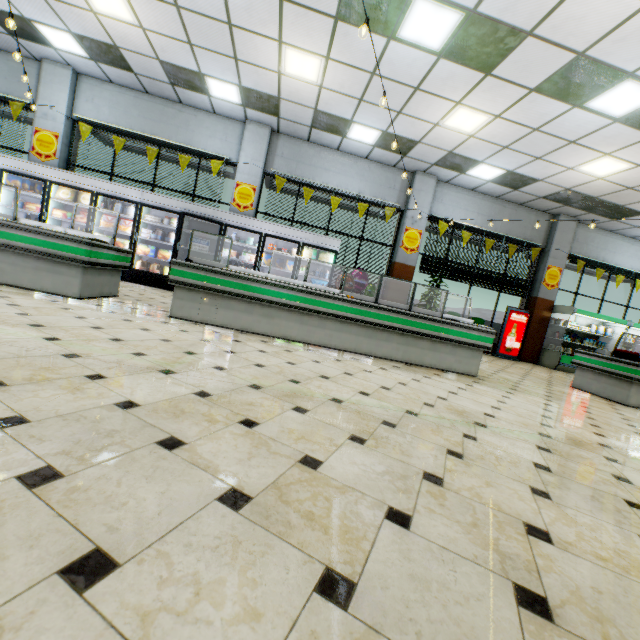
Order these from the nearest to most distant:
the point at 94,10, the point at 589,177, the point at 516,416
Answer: the point at 516,416 → the point at 94,10 → the point at 589,177

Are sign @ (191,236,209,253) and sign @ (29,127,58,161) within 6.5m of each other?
yes

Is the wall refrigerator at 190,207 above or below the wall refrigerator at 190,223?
above

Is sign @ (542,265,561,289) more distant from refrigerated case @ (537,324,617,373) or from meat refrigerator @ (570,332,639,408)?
meat refrigerator @ (570,332,639,408)

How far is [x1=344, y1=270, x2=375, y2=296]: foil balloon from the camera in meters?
9.0 m

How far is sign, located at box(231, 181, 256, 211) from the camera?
9.0m

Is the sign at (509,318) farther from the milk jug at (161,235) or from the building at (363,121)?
the milk jug at (161,235)

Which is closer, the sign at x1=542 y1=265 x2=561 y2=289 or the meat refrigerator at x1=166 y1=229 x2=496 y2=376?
the meat refrigerator at x1=166 y1=229 x2=496 y2=376
